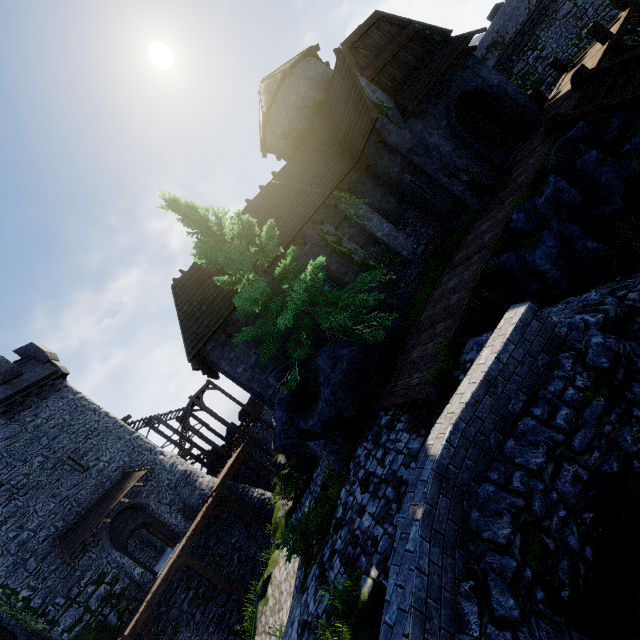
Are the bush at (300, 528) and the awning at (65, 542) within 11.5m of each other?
no

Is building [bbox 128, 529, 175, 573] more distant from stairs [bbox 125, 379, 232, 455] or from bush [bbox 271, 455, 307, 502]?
bush [bbox 271, 455, 307, 502]

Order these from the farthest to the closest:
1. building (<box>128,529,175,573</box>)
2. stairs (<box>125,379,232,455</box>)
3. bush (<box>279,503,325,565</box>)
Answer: stairs (<box>125,379,232,455</box>), building (<box>128,529,175,573</box>), bush (<box>279,503,325,565</box>)

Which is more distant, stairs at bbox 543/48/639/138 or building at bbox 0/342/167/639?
building at bbox 0/342/167/639

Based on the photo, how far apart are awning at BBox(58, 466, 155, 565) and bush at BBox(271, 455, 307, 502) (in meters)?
9.71

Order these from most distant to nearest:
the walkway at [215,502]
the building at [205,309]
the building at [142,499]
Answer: the building at [142,499] < the walkway at [215,502] < the building at [205,309]

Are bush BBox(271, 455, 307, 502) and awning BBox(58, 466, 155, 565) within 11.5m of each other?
yes

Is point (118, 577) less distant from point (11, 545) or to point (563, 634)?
point (11, 545)
